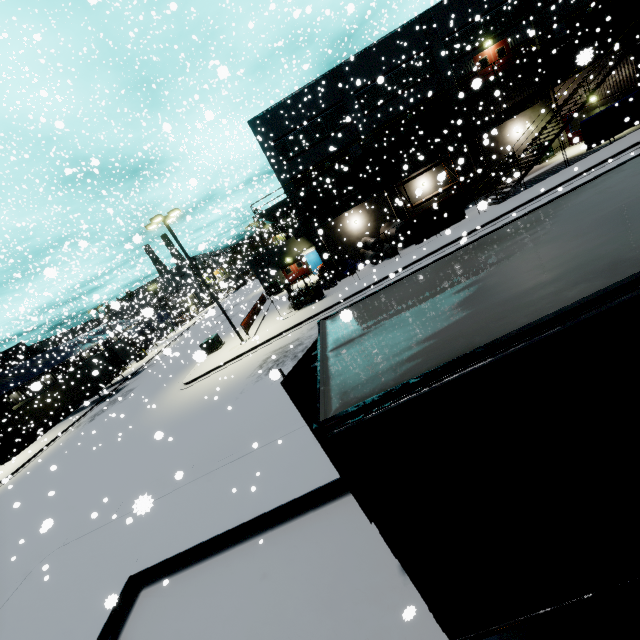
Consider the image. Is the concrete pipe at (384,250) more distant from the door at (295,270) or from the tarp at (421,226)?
the door at (295,270)

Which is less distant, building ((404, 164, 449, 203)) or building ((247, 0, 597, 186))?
building ((404, 164, 449, 203))

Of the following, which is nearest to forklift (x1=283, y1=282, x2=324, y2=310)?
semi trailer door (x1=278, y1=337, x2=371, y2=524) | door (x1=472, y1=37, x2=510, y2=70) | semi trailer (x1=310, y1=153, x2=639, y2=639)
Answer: semi trailer (x1=310, y1=153, x2=639, y2=639)

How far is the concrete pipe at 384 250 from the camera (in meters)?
24.55

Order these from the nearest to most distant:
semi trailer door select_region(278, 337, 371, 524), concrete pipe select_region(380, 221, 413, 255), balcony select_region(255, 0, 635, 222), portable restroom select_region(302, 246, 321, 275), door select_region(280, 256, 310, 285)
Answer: semi trailer door select_region(278, 337, 371, 524)
balcony select_region(255, 0, 635, 222)
concrete pipe select_region(380, 221, 413, 255)
portable restroom select_region(302, 246, 321, 275)
door select_region(280, 256, 310, 285)

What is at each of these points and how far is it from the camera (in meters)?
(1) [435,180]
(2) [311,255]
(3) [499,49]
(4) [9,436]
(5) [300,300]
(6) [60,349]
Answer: (1) building, 29.20
(2) portable restroom, 36.62
(3) door, 26.52
(4) semi trailer, 34.41
(5) forklift, 24.45
(6) building, 46.66

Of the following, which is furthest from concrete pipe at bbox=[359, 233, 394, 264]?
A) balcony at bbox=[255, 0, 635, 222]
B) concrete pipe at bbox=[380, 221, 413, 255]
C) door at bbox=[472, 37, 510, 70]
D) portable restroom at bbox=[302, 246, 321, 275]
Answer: door at bbox=[472, 37, 510, 70]

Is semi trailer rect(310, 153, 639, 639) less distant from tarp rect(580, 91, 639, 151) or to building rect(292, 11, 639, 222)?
building rect(292, 11, 639, 222)
